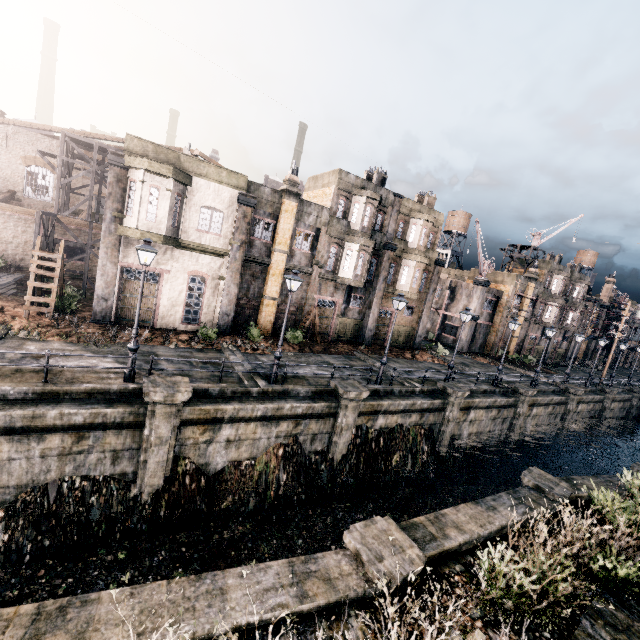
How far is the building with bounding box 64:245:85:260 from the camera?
27.07m

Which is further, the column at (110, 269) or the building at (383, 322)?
the building at (383, 322)

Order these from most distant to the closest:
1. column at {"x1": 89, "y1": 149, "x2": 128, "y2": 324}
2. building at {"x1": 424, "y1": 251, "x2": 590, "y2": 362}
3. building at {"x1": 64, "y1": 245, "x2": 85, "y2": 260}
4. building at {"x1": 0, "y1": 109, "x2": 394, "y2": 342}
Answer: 1. building at {"x1": 424, "y1": 251, "x2": 590, "y2": 362}
2. building at {"x1": 64, "y1": 245, "x2": 85, "y2": 260}
3. building at {"x1": 0, "y1": 109, "x2": 394, "y2": 342}
4. column at {"x1": 89, "y1": 149, "x2": 128, "y2": 324}

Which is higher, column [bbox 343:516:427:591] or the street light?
the street light

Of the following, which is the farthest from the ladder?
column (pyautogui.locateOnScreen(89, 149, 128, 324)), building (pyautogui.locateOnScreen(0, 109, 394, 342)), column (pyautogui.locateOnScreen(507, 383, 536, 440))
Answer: column (pyautogui.locateOnScreen(507, 383, 536, 440))

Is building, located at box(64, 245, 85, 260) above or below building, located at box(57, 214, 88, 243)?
below

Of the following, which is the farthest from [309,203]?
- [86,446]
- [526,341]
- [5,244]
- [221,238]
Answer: [526,341]

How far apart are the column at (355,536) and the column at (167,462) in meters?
7.5
